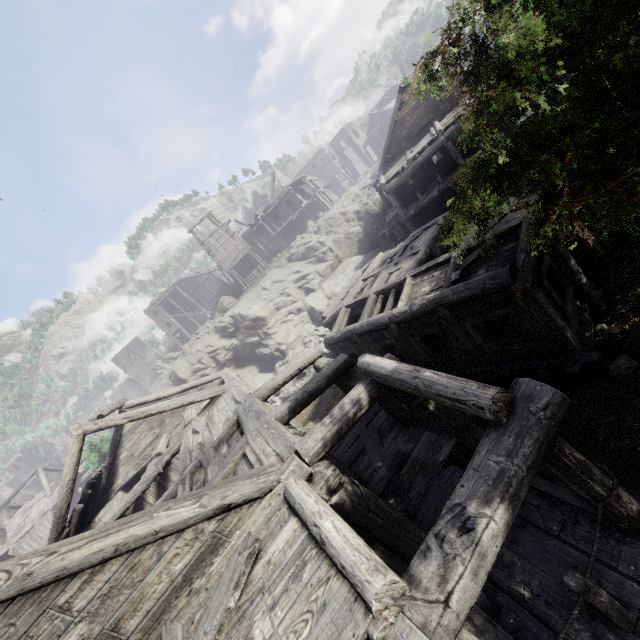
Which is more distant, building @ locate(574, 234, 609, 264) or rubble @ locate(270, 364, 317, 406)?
rubble @ locate(270, 364, 317, 406)

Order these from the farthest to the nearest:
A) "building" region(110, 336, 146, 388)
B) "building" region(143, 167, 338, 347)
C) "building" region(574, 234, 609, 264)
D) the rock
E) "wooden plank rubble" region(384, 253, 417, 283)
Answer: "building" region(110, 336, 146, 388) < "building" region(143, 167, 338, 347) < the rock < "wooden plank rubble" region(384, 253, 417, 283) < "building" region(574, 234, 609, 264)

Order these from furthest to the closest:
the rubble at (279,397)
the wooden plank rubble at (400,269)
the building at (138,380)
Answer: the building at (138,380), the rubble at (279,397), the wooden plank rubble at (400,269)

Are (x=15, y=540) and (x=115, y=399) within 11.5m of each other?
no

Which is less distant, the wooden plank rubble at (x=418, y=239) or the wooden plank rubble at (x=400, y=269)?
the wooden plank rubble at (x=400, y=269)

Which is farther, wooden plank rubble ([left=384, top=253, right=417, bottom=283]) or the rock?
the rock

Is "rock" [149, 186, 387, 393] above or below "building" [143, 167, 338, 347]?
below

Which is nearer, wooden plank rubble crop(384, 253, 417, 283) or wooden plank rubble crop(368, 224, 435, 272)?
wooden plank rubble crop(384, 253, 417, 283)
